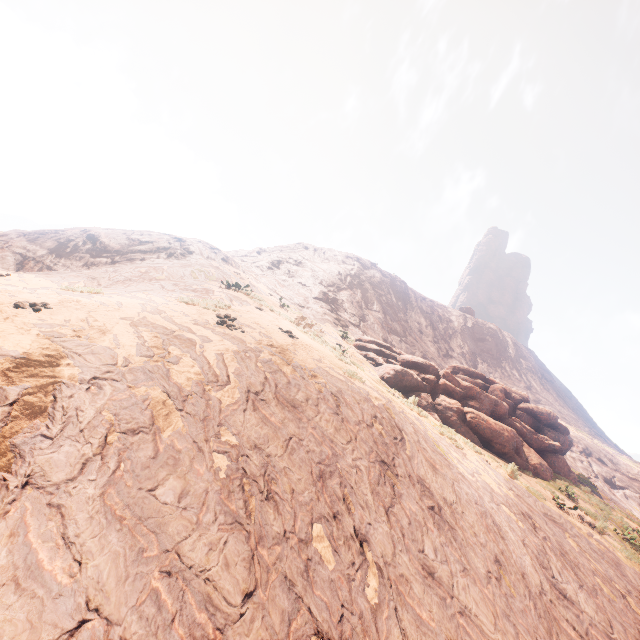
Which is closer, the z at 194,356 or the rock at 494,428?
the z at 194,356

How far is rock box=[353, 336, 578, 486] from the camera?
14.6m

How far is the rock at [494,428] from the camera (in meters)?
14.65

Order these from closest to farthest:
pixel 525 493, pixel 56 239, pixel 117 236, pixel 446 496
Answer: pixel 446 496, pixel 525 493, pixel 56 239, pixel 117 236

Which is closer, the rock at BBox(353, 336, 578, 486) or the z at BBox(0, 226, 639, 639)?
the z at BBox(0, 226, 639, 639)
